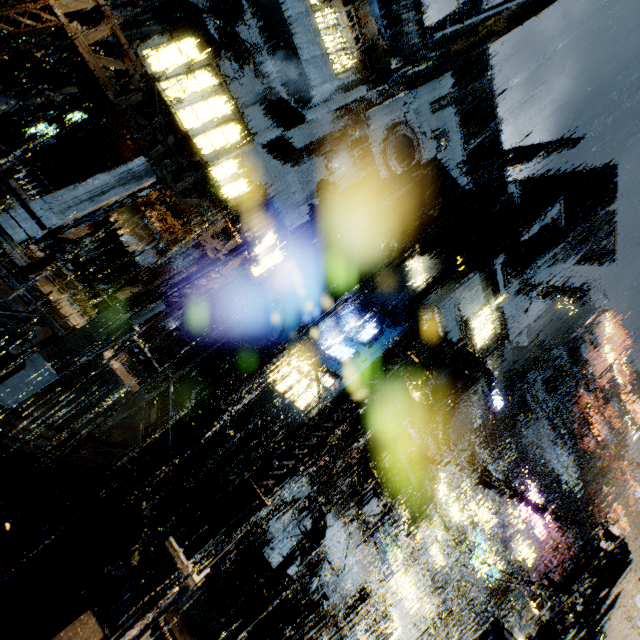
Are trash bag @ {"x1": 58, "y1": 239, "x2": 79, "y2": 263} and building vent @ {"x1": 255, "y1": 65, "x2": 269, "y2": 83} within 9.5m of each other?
no

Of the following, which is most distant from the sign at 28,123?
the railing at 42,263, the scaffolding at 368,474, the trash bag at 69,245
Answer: the scaffolding at 368,474

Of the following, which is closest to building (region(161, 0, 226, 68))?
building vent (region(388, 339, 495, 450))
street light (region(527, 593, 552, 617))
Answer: building vent (region(388, 339, 495, 450))

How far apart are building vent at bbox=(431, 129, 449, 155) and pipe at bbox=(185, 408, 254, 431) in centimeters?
3036cm

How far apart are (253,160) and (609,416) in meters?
75.2 m

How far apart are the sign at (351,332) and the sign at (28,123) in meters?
19.6

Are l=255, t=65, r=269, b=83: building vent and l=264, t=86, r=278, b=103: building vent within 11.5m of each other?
yes

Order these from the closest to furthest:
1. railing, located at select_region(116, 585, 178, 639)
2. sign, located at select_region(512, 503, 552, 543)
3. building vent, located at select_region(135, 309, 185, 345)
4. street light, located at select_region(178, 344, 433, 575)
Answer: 1. railing, located at select_region(116, 585, 178, 639)
2. street light, located at select_region(178, 344, 433, 575)
3. building vent, located at select_region(135, 309, 185, 345)
4. sign, located at select_region(512, 503, 552, 543)
